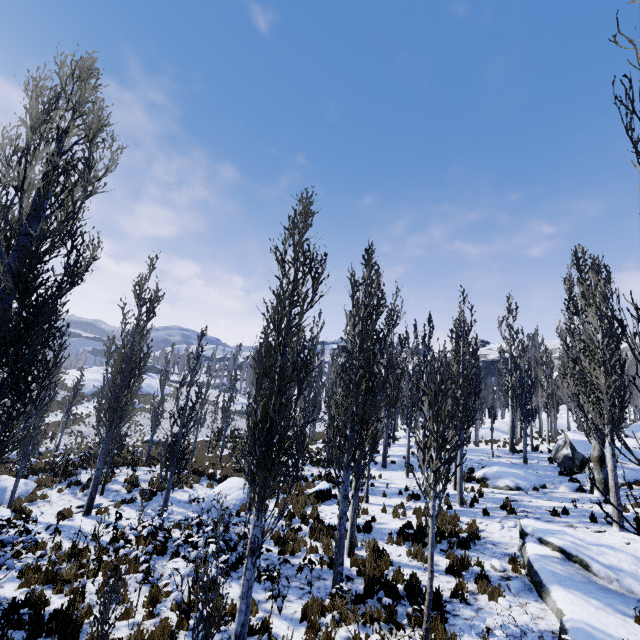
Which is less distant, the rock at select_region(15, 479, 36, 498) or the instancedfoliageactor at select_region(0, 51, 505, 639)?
the instancedfoliageactor at select_region(0, 51, 505, 639)

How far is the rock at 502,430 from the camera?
30.7m

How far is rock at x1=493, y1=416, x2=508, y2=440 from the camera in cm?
3072

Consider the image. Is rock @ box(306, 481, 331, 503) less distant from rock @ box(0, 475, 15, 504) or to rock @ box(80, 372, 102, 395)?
rock @ box(0, 475, 15, 504)

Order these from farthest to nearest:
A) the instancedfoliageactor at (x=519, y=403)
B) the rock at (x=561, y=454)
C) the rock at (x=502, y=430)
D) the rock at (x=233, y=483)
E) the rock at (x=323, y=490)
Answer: the rock at (x=502, y=430), the rock at (x=561, y=454), the rock at (x=323, y=490), the rock at (x=233, y=483), the instancedfoliageactor at (x=519, y=403)

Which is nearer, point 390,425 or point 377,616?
point 377,616

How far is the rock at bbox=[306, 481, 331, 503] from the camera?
15.51m

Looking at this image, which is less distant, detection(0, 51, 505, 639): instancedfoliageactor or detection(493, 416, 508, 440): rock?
detection(0, 51, 505, 639): instancedfoliageactor
